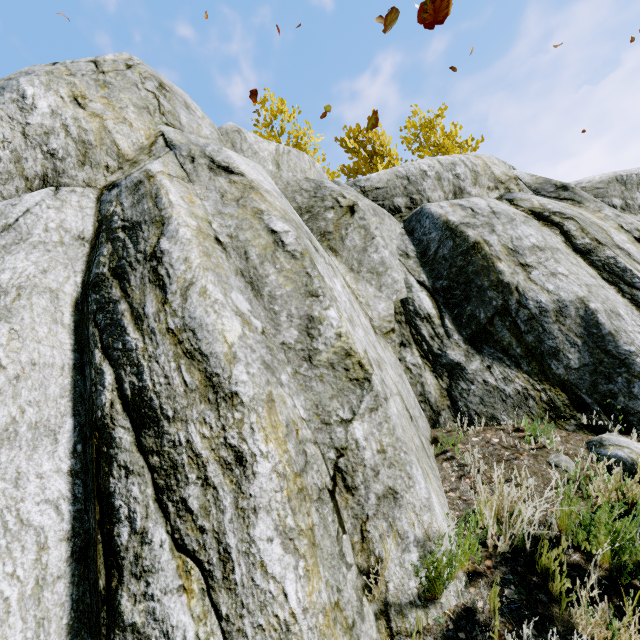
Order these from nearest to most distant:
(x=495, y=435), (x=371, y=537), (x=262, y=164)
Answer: (x=371, y=537)
(x=495, y=435)
(x=262, y=164)

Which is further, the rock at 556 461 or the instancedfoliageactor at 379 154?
the instancedfoliageactor at 379 154

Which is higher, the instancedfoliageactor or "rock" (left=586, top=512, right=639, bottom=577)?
the instancedfoliageactor

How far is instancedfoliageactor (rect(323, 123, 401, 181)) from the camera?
11.9m

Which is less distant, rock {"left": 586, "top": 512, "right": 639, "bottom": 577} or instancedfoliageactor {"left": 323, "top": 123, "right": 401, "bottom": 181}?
rock {"left": 586, "top": 512, "right": 639, "bottom": 577}

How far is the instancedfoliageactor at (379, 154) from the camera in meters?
11.9

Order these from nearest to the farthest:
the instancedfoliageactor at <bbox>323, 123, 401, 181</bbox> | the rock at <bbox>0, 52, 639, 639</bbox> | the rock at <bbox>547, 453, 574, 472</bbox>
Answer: the rock at <bbox>0, 52, 639, 639</bbox>, the rock at <bbox>547, 453, 574, 472</bbox>, the instancedfoliageactor at <bbox>323, 123, 401, 181</bbox>
